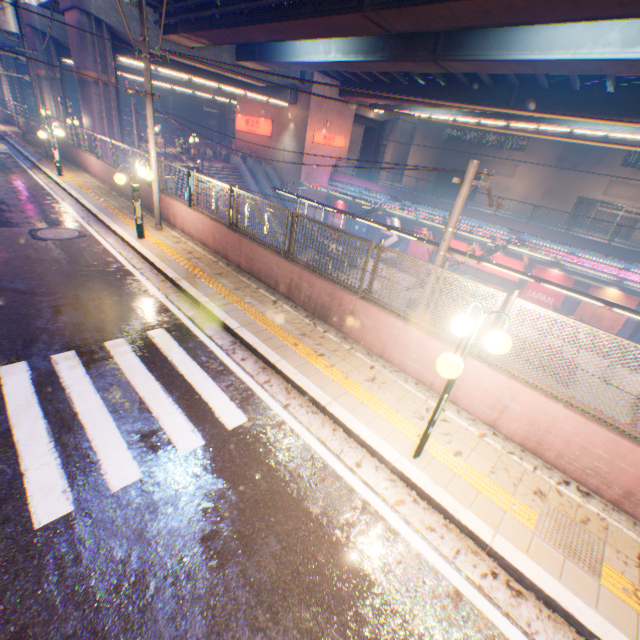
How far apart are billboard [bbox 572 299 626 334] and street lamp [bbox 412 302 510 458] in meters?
24.3

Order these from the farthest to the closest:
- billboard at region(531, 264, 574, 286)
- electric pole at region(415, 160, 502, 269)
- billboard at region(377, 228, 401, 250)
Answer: billboard at region(377, 228, 401, 250), billboard at region(531, 264, 574, 286), electric pole at region(415, 160, 502, 269)

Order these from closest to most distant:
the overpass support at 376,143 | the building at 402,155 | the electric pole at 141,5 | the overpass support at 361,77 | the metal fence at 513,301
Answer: the metal fence at 513,301
the electric pole at 141,5
the overpass support at 361,77
the building at 402,155
the overpass support at 376,143

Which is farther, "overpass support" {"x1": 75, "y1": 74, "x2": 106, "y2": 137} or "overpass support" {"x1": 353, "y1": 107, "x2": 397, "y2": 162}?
"overpass support" {"x1": 353, "y1": 107, "x2": 397, "y2": 162}

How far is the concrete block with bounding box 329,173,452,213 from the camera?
27.7m

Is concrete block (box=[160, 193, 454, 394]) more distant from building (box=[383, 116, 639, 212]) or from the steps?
building (box=[383, 116, 639, 212])

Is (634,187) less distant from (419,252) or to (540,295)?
(540,295)

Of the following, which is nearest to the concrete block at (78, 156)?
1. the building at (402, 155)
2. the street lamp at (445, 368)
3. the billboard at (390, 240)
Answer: the street lamp at (445, 368)
